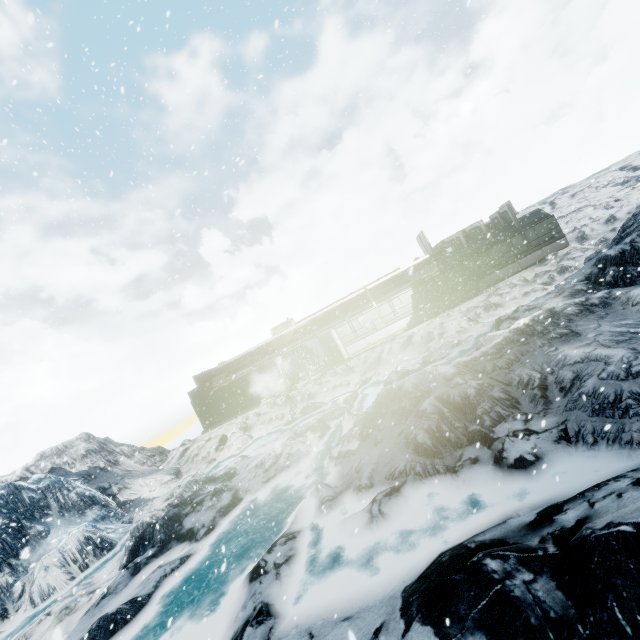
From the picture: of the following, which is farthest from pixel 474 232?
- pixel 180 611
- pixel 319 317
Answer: pixel 180 611
